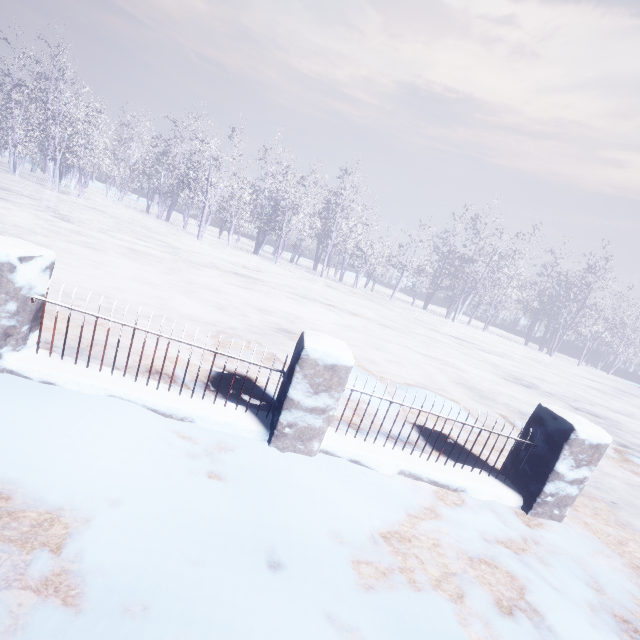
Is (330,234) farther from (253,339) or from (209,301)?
(253,339)
